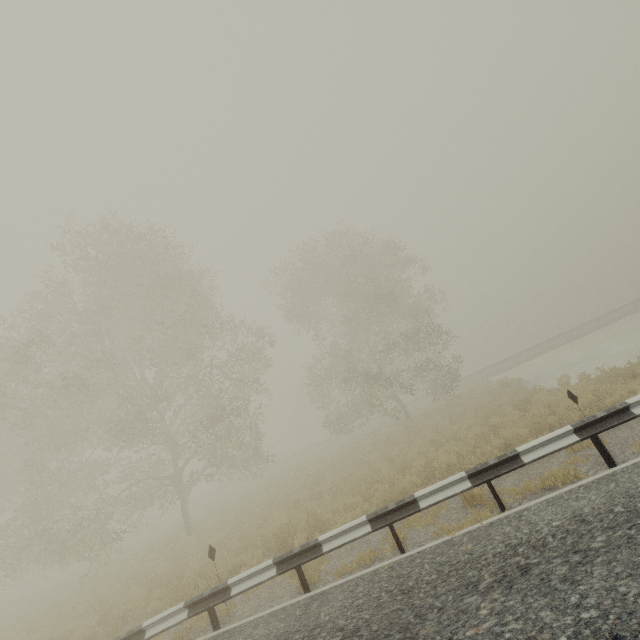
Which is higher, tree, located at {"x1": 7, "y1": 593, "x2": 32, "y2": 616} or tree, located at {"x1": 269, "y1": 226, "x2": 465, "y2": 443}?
tree, located at {"x1": 269, "y1": 226, "x2": 465, "y2": 443}

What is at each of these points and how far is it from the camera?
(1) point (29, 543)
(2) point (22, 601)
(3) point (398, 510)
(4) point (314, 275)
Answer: (1) tree, 14.7m
(2) tree, 22.0m
(3) guardrail, 5.9m
(4) tree, 26.5m

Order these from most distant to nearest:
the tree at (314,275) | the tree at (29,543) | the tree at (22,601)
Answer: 1. the tree at (314,275)
2. the tree at (22,601)
3. the tree at (29,543)

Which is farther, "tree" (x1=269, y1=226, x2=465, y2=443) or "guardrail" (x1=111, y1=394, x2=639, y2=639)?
"tree" (x1=269, y1=226, x2=465, y2=443)

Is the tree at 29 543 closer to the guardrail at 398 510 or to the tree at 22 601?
the guardrail at 398 510

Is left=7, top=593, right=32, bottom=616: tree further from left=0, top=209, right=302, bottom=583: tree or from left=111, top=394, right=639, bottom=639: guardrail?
left=111, top=394, right=639, bottom=639: guardrail

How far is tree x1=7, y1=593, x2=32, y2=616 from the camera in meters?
17.8

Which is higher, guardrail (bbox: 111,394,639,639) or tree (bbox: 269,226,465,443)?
tree (bbox: 269,226,465,443)
